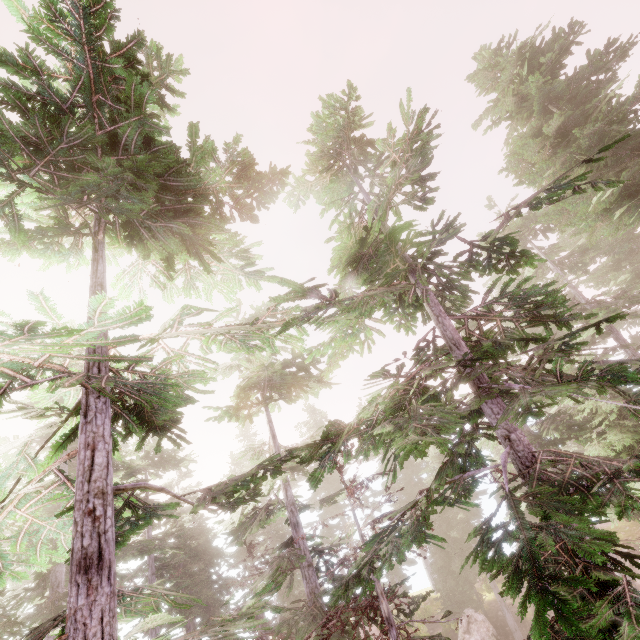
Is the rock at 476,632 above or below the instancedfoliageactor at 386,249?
below

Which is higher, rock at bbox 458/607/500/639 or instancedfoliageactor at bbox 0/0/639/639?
instancedfoliageactor at bbox 0/0/639/639

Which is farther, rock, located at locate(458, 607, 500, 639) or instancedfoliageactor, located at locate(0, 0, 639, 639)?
rock, located at locate(458, 607, 500, 639)

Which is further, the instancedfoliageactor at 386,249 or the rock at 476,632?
the rock at 476,632

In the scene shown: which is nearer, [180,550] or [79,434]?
[79,434]
